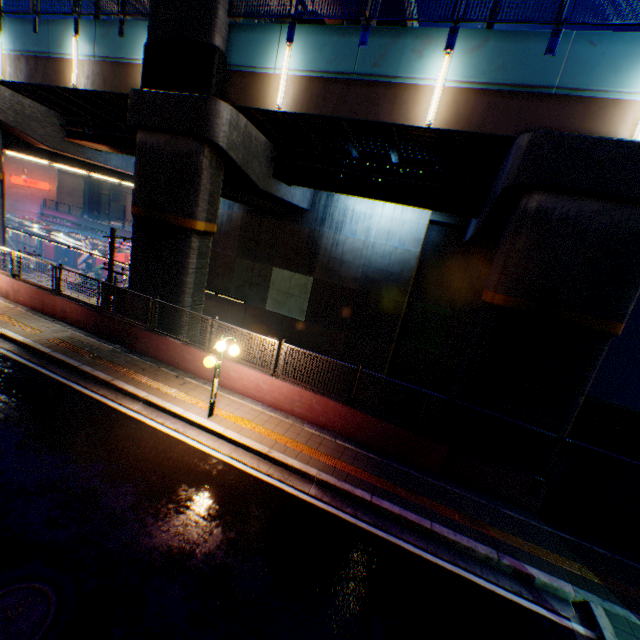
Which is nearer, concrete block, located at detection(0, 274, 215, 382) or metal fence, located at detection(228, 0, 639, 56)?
metal fence, located at detection(228, 0, 639, 56)

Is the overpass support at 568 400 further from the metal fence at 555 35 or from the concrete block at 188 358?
the concrete block at 188 358

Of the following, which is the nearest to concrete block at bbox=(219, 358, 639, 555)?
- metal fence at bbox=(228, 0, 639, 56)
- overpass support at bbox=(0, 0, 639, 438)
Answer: metal fence at bbox=(228, 0, 639, 56)

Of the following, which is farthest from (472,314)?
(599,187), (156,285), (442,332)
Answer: (156,285)

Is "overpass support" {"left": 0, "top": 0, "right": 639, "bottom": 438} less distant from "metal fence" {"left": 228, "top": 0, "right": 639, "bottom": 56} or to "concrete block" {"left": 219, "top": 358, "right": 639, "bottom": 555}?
"metal fence" {"left": 228, "top": 0, "right": 639, "bottom": 56}

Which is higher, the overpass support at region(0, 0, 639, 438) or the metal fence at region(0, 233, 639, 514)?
the overpass support at region(0, 0, 639, 438)

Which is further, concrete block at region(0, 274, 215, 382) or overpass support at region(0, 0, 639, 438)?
concrete block at region(0, 274, 215, 382)
